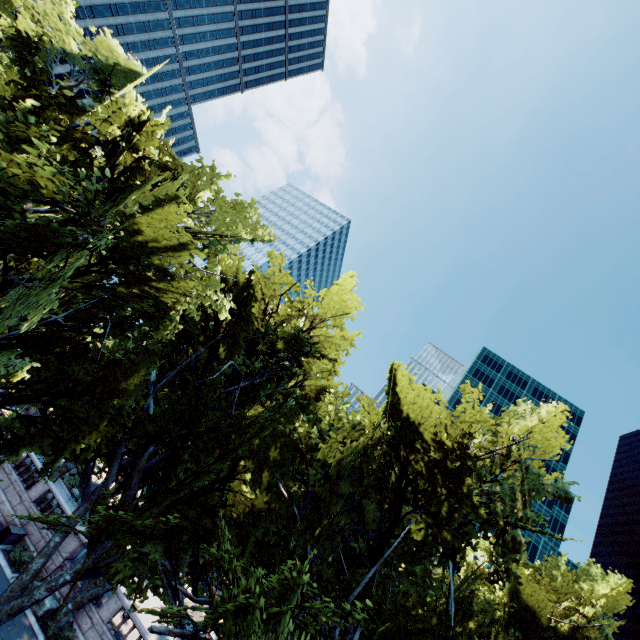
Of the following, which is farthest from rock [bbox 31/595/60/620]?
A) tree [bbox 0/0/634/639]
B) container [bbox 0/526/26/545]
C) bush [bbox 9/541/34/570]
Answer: container [bbox 0/526/26/545]

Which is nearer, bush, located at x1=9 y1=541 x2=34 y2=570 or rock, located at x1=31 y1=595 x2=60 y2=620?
rock, located at x1=31 y1=595 x2=60 y2=620

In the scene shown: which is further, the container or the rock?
the container

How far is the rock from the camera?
18.50m

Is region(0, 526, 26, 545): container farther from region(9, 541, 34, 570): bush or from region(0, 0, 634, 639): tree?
region(0, 0, 634, 639): tree

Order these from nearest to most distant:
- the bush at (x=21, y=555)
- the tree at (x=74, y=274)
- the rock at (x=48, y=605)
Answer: the tree at (x=74, y=274) → the rock at (x=48, y=605) → the bush at (x=21, y=555)

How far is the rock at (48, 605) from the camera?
18.5m

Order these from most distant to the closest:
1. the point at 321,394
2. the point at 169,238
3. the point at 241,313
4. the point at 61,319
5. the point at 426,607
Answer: the point at 321,394 → the point at 241,313 → the point at 61,319 → the point at 426,607 → the point at 169,238
